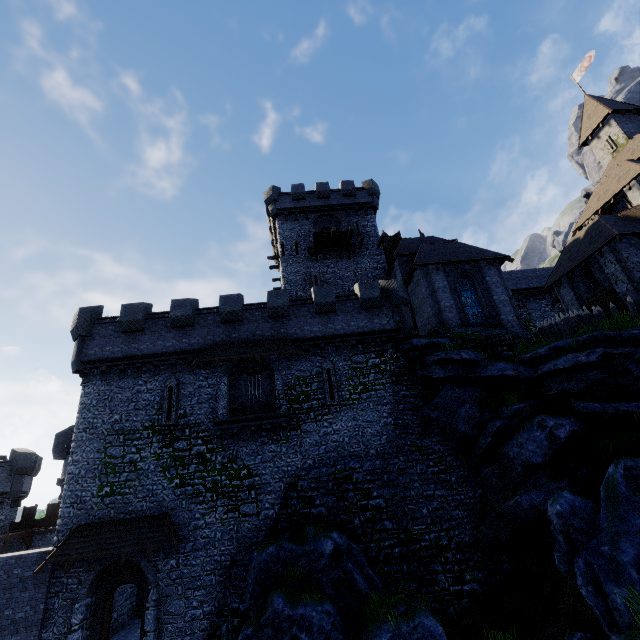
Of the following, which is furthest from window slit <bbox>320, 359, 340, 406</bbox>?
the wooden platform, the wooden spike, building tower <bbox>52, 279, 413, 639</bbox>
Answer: the wooden spike

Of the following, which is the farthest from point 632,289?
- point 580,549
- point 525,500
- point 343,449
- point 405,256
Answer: point 343,449

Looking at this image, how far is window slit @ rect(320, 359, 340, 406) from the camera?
18.7m

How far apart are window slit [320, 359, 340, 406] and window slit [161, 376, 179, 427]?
8.3 meters

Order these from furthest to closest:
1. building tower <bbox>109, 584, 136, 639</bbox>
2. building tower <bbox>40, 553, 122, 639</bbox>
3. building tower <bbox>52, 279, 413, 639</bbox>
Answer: building tower <bbox>109, 584, 136, 639</bbox>
building tower <bbox>52, 279, 413, 639</bbox>
building tower <bbox>40, 553, 122, 639</bbox>

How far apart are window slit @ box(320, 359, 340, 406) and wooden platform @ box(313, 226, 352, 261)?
12.27m

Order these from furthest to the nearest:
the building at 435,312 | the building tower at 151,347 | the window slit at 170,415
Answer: the building at 435,312, the window slit at 170,415, the building tower at 151,347

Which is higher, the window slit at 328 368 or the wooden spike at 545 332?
the wooden spike at 545 332
